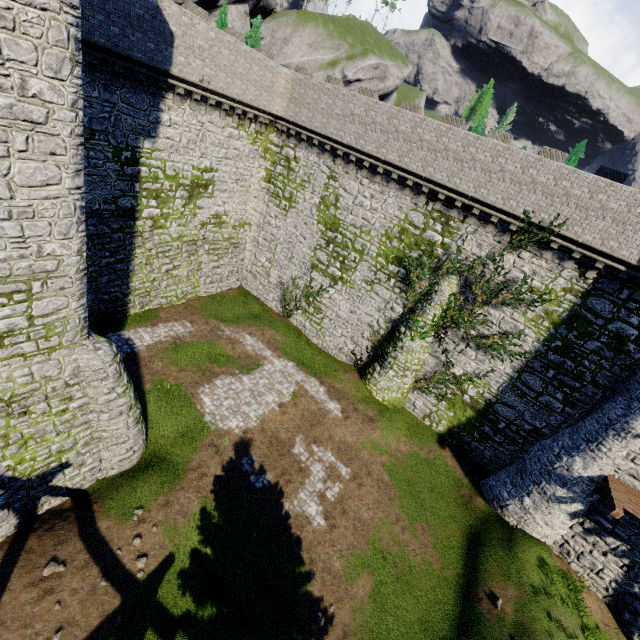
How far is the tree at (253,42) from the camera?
24.7 meters

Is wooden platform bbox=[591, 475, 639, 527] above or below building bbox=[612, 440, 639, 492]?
below

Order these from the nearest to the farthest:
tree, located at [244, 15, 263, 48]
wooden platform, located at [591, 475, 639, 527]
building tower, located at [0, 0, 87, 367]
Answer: building tower, located at [0, 0, 87, 367] → wooden platform, located at [591, 475, 639, 527] → tree, located at [244, 15, 263, 48]

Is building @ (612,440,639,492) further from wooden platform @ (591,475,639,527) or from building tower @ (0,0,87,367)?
building tower @ (0,0,87,367)

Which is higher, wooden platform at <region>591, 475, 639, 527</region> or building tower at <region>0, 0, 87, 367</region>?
building tower at <region>0, 0, 87, 367</region>

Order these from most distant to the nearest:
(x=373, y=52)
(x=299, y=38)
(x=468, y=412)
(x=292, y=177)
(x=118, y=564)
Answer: (x=373, y=52)
(x=299, y=38)
(x=292, y=177)
(x=468, y=412)
(x=118, y=564)

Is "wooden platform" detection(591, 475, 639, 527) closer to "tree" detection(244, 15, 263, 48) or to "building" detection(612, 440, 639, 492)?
"building" detection(612, 440, 639, 492)

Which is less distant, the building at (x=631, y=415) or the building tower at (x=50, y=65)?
the building tower at (x=50, y=65)
